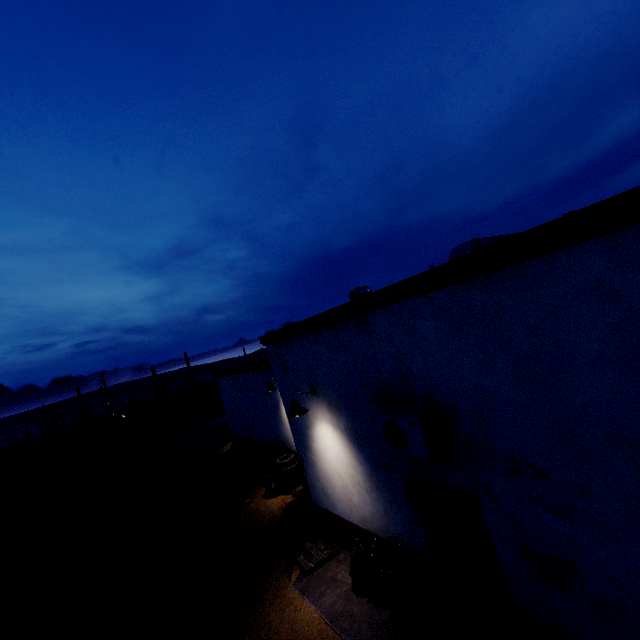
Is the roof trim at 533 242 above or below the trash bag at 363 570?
above

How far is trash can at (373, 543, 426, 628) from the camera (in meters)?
4.87

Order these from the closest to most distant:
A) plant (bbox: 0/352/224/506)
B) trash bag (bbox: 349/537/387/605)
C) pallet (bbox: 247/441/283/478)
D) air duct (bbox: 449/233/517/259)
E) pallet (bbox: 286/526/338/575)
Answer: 1. trash bag (bbox: 349/537/387/605)
2. air duct (bbox: 449/233/517/259)
3. pallet (bbox: 286/526/338/575)
4. pallet (bbox: 247/441/283/478)
5. plant (bbox: 0/352/224/506)

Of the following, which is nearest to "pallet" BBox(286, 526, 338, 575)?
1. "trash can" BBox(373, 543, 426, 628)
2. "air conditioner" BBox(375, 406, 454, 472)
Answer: "trash can" BBox(373, 543, 426, 628)

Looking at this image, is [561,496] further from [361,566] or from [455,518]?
[361,566]

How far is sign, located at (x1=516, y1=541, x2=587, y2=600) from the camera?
3.32m

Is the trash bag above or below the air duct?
below

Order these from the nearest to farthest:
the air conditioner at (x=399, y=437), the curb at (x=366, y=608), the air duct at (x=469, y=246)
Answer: the air conditioner at (x=399, y=437) < the curb at (x=366, y=608) < the air duct at (x=469, y=246)
